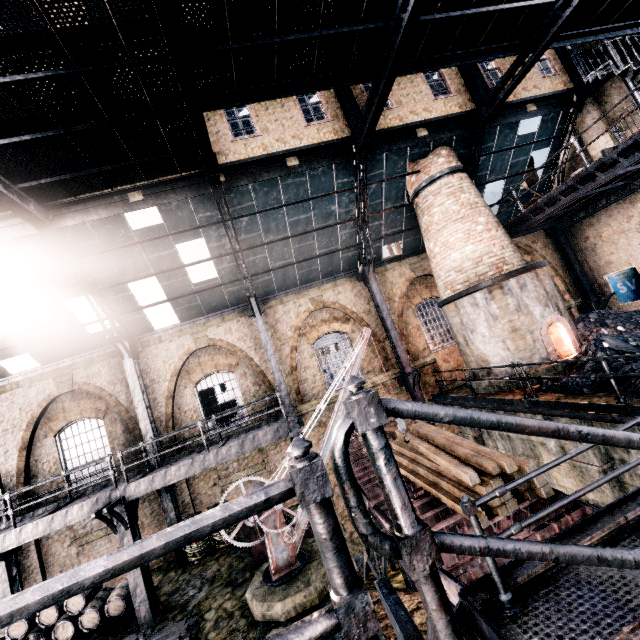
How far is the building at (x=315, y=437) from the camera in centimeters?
1518cm

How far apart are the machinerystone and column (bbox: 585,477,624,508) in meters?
7.7 m

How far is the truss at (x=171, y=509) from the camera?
12.95m

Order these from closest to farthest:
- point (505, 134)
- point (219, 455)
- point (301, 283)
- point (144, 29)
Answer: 1. point (144, 29)
2. point (219, 455)
3. point (505, 134)
4. point (301, 283)

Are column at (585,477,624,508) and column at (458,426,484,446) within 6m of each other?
yes

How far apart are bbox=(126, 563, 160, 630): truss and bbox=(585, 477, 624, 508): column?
13.8m

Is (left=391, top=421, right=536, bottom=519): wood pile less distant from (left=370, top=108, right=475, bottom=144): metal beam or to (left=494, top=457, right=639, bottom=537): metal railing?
(left=494, top=457, right=639, bottom=537): metal railing

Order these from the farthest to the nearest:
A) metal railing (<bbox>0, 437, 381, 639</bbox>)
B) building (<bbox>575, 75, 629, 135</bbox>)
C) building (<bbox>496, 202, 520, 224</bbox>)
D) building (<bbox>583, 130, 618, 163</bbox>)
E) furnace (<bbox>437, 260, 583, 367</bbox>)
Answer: building (<bbox>496, 202, 520, 224</bbox>)
building (<bbox>583, 130, 618, 163</bbox>)
building (<bbox>575, 75, 629, 135</bbox>)
furnace (<bbox>437, 260, 583, 367</bbox>)
metal railing (<bbox>0, 437, 381, 639</bbox>)
